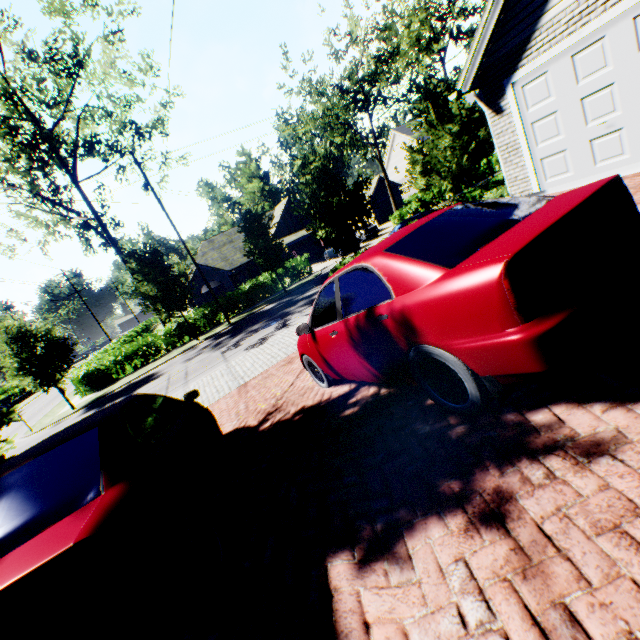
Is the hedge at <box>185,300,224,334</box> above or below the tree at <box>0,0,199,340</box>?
below

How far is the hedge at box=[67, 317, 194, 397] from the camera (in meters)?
21.66

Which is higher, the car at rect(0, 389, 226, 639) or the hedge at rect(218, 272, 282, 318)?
the car at rect(0, 389, 226, 639)

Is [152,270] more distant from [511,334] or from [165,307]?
[511,334]

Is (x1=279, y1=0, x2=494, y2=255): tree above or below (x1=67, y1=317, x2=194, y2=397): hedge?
above

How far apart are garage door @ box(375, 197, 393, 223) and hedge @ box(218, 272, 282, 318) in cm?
2216

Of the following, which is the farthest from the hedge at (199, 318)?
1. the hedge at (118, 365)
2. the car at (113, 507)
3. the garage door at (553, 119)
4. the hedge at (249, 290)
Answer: the garage door at (553, 119)

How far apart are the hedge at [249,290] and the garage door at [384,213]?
22.2m
